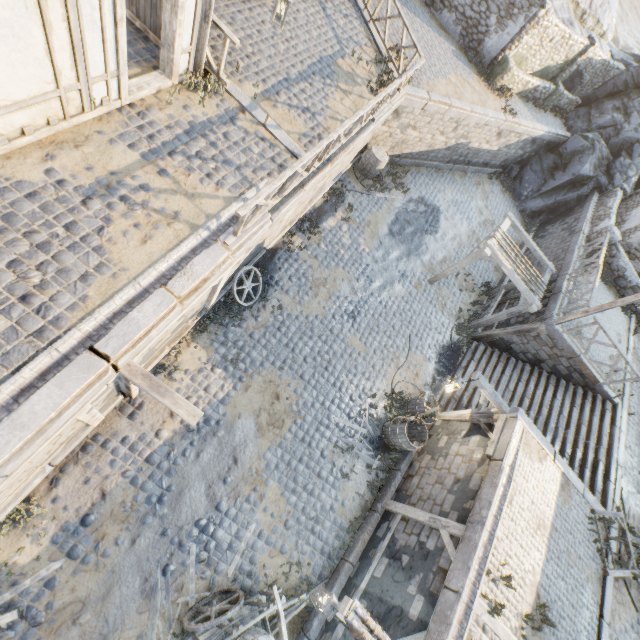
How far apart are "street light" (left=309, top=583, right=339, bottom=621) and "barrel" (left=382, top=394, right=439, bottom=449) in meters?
4.4 m

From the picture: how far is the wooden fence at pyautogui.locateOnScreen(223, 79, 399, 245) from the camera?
5.9m

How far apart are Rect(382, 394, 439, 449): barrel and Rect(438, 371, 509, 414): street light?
1.2 meters

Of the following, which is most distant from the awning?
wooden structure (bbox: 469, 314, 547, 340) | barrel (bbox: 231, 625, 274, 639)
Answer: barrel (bbox: 231, 625, 274, 639)

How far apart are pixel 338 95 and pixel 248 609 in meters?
13.8

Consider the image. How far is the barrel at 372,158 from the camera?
13.8m

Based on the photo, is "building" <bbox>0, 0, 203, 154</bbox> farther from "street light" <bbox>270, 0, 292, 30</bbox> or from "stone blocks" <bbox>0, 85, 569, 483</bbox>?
"stone blocks" <bbox>0, 85, 569, 483</bbox>

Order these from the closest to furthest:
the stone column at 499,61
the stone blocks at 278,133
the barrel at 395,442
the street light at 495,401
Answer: the stone blocks at 278,133 < the street light at 495,401 < the barrel at 395,442 < the stone column at 499,61
